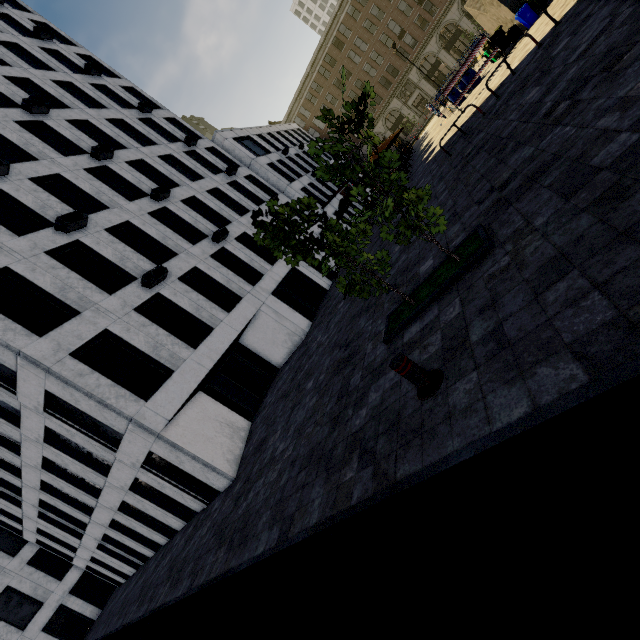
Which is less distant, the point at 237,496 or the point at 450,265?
the point at 450,265

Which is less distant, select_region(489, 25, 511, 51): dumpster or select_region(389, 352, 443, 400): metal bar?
select_region(389, 352, 443, 400): metal bar

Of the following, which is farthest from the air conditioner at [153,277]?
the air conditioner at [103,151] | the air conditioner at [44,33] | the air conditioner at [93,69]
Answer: the air conditioner at [44,33]

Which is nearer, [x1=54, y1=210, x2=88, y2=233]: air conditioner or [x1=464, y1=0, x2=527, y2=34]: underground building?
[x1=54, y1=210, x2=88, y2=233]: air conditioner

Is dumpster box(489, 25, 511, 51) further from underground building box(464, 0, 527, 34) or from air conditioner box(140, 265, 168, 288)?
air conditioner box(140, 265, 168, 288)

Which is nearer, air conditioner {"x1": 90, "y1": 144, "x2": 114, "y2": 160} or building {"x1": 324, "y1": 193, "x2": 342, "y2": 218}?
air conditioner {"x1": 90, "y1": 144, "x2": 114, "y2": 160}

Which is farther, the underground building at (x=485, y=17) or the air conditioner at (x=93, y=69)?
the air conditioner at (x=93, y=69)

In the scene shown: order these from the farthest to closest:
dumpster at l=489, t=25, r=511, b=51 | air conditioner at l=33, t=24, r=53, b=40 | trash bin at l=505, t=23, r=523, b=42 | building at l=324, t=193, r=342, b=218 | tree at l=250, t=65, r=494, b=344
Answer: building at l=324, t=193, r=342, b=218, air conditioner at l=33, t=24, r=53, b=40, dumpster at l=489, t=25, r=511, b=51, trash bin at l=505, t=23, r=523, b=42, tree at l=250, t=65, r=494, b=344
